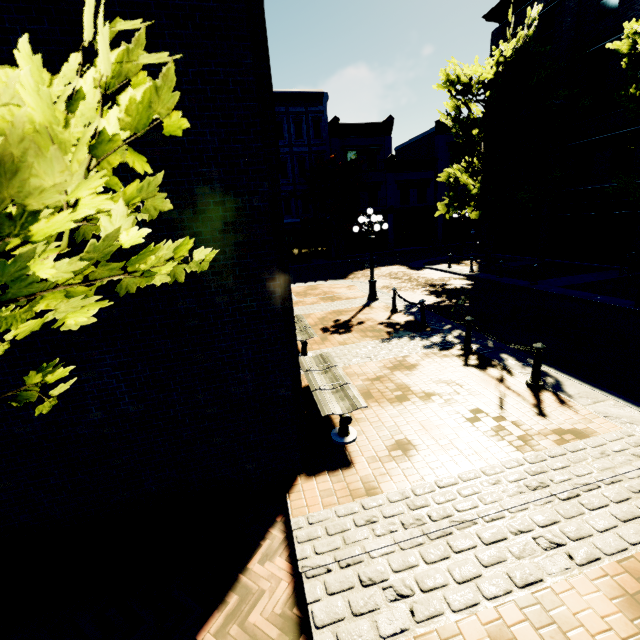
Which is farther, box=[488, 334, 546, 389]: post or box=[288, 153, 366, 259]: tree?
box=[288, 153, 366, 259]: tree

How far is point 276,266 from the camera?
3.68m

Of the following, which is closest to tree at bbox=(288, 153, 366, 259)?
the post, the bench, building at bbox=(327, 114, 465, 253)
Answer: building at bbox=(327, 114, 465, 253)

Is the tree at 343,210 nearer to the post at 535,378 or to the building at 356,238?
the building at 356,238

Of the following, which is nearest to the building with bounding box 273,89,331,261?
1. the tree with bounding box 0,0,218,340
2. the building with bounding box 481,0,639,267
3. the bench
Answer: the tree with bounding box 0,0,218,340

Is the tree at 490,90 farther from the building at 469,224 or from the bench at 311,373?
the bench at 311,373

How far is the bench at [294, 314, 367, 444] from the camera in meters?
5.0 m

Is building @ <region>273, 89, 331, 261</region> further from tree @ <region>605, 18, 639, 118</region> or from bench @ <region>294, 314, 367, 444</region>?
bench @ <region>294, 314, 367, 444</region>
